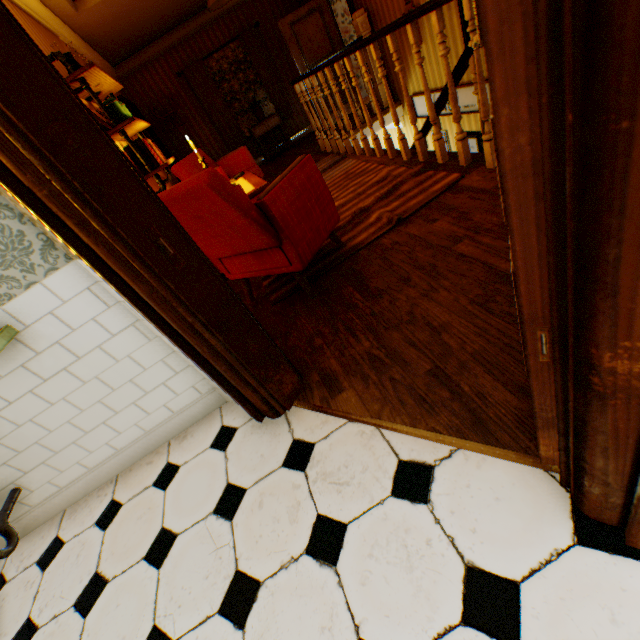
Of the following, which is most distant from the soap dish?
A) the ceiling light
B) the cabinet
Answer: the cabinet

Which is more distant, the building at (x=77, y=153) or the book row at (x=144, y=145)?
the book row at (x=144, y=145)

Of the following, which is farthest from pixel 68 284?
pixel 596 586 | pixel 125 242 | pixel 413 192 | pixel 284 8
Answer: pixel 284 8

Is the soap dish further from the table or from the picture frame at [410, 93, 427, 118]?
the picture frame at [410, 93, 427, 118]

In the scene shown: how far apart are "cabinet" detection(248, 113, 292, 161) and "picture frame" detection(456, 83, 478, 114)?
3.37m

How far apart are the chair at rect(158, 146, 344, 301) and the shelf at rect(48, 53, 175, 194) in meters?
0.7 m

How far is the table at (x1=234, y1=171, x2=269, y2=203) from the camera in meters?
3.4

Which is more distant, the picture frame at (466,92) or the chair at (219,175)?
the picture frame at (466,92)
